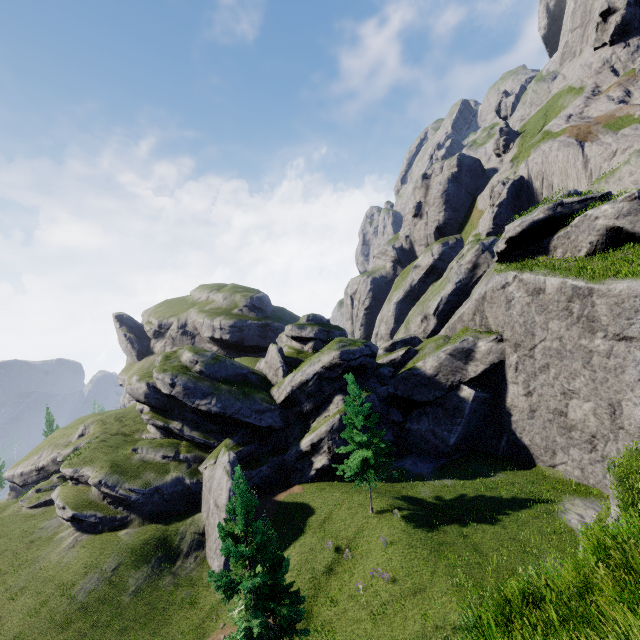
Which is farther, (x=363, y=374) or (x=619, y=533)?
(x=363, y=374)

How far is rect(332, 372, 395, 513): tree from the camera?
23.4m

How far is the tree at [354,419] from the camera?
23.38m

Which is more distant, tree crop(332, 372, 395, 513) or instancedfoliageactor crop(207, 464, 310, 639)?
tree crop(332, 372, 395, 513)

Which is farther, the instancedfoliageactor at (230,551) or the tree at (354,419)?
the tree at (354,419)
